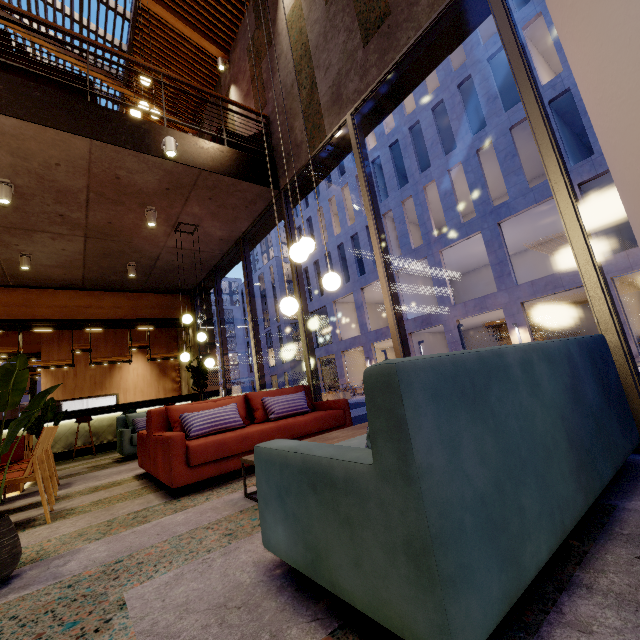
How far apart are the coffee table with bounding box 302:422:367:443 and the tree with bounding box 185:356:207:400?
6.3 meters

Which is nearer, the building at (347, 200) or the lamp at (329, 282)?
the lamp at (329, 282)

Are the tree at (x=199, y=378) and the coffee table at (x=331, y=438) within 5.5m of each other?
no

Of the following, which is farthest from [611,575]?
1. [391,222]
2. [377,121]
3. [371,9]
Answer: [391,222]

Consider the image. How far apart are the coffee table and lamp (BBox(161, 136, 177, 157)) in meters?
4.5 m

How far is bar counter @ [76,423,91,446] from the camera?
8.5m

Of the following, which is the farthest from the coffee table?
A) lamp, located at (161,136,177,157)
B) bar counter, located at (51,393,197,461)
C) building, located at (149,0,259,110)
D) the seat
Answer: bar counter, located at (51,393,197,461)

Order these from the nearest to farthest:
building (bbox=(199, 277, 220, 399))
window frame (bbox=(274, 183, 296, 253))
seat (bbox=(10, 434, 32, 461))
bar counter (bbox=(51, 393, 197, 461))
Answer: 1. seat (bbox=(10, 434, 32, 461))
2. window frame (bbox=(274, 183, 296, 253))
3. bar counter (bbox=(51, 393, 197, 461))
4. building (bbox=(199, 277, 220, 399))
